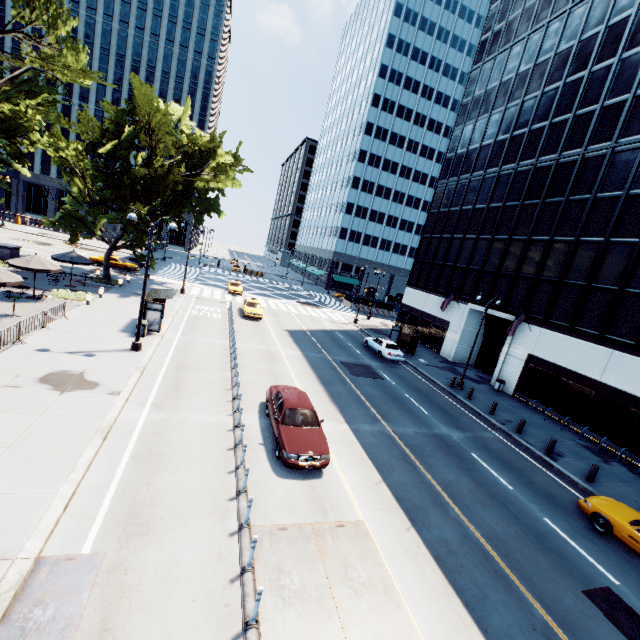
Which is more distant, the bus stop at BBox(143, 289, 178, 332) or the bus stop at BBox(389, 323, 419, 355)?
the bus stop at BBox(389, 323, 419, 355)

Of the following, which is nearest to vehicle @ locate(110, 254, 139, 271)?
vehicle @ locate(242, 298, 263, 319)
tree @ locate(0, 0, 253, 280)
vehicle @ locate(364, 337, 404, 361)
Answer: tree @ locate(0, 0, 253, 280)

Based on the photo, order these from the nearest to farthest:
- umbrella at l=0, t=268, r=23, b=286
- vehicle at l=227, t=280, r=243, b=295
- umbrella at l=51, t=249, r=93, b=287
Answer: umbrella at l=0, t=268, r=23, b=286
umbrella at l=51, t=249, r=93, b=287
vehicle at l=227, t=280, r=243, b=295

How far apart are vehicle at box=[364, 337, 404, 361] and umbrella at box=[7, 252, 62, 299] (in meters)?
24.79

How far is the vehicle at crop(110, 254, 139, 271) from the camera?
38.6m

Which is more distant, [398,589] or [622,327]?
[622,327]

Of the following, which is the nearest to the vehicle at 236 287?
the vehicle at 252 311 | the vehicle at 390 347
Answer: the vehicle at 252 311

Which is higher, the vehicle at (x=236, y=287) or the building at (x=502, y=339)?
the building at (x=502, y=339)
